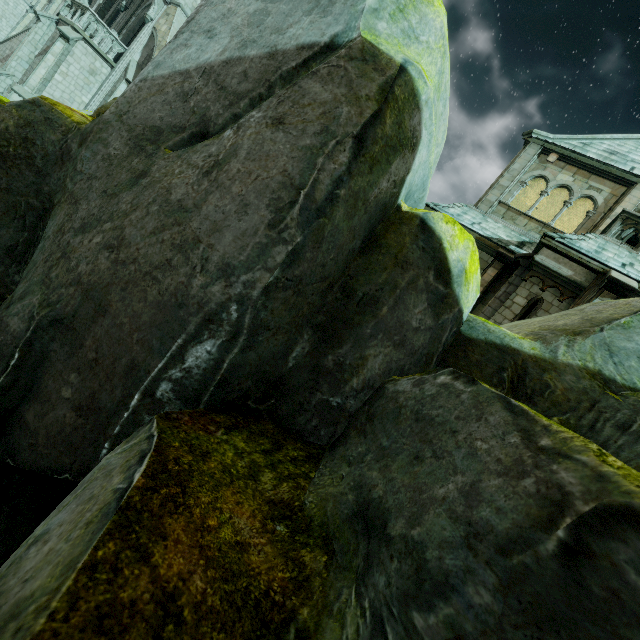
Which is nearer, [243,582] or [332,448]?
[243,582]

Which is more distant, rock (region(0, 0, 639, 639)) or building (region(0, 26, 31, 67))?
building (region(0, 26, 31, 67))

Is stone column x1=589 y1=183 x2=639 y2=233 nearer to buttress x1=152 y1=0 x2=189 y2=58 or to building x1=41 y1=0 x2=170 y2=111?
building x1=41 y1=0 x2=170 y2=111

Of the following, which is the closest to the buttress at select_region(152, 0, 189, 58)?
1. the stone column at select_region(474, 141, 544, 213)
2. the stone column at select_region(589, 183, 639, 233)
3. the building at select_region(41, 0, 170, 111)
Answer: the building at select_region(41, 0, 170, 111)

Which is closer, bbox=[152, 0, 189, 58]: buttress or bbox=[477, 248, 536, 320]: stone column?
bbox=[477, 248, 536, 320]: stone column

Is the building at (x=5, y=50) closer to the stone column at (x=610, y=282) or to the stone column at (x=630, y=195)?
the stone column at (x=630, y=195)

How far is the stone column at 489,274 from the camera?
11.0m

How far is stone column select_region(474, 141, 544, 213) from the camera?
14.27m
